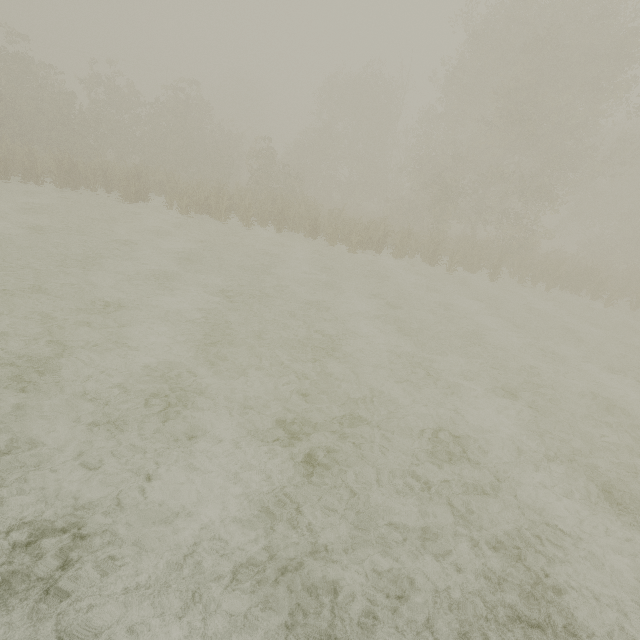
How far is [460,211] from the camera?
22.28m
